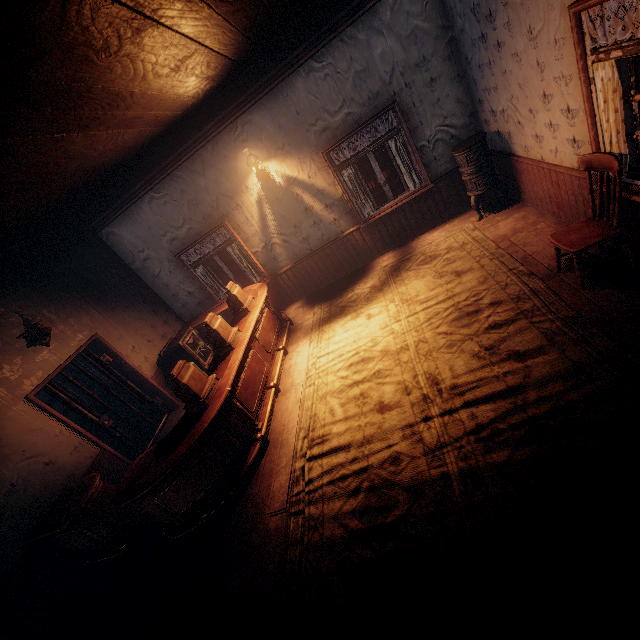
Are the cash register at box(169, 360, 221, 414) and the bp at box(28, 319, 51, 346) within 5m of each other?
yes

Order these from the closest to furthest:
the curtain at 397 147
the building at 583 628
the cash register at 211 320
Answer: the building at 583 628 → the cash register at 211 320 → the curtain at 397 147

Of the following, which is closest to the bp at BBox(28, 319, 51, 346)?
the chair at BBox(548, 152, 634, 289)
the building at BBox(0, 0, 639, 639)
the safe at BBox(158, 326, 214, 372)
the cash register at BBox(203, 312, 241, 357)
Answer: the building at BBox(0, 0, 639, 639)

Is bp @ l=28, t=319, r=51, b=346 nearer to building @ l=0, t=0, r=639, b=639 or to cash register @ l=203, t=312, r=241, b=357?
building @ l=0, t=0, r=639, b=639

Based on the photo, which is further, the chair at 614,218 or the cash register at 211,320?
the cash register at 211,320

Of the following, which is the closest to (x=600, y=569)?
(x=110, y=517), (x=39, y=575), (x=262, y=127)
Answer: (x=110, y=517)

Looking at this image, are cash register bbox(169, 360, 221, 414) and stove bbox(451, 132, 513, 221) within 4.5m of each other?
no

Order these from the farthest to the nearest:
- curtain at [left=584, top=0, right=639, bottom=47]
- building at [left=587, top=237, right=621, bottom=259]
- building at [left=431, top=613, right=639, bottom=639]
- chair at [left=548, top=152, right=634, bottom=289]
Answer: building at [left=587, top=237, right=621, bottom=259] < chair at [left=548, top=152, right=634, bottom=289] < curtain at [left=584, top=0, right=639, bottom=47] < building at [left=431, top=613, right=639, bottom=639]
